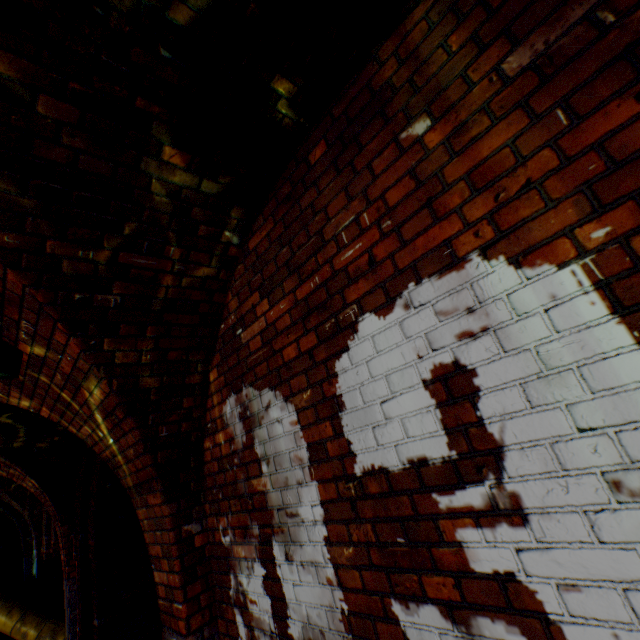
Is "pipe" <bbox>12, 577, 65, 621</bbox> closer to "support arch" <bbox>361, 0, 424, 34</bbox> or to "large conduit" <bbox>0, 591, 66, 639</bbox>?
"large conduit" <bbox>0, 591, 66, 639</bbox>

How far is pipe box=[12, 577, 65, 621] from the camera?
7.2m

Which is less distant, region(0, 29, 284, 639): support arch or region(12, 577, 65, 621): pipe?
region(0, 29, 284, 639): support arch

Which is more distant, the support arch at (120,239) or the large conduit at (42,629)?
the large conduit at (42,629)

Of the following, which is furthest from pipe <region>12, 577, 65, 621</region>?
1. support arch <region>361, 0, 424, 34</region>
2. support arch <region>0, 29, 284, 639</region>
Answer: support arch <region>361, 0, 424, 34</region>

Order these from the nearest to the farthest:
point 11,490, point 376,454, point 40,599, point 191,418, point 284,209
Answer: point 376,454, point 284,209, point 191,418, point 40,599, point 11,490

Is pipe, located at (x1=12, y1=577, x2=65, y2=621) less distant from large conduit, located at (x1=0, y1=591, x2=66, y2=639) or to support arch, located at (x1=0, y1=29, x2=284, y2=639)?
large conduit, located at (x1=0, y1=591, x2=66, y2=639)

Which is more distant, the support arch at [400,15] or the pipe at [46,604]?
the pipe at [46,604]
